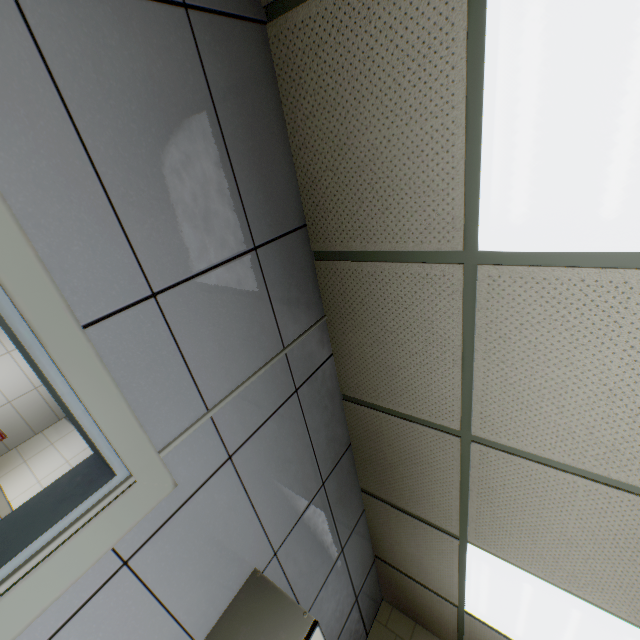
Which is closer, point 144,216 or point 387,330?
point 144,216

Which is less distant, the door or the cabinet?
the door

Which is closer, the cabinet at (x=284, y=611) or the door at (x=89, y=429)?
the door at (x=89, y=429)
